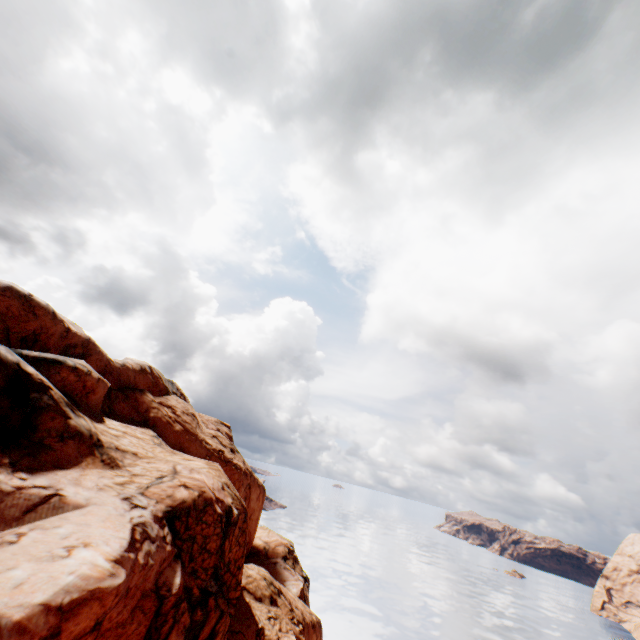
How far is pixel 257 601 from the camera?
22.22m
